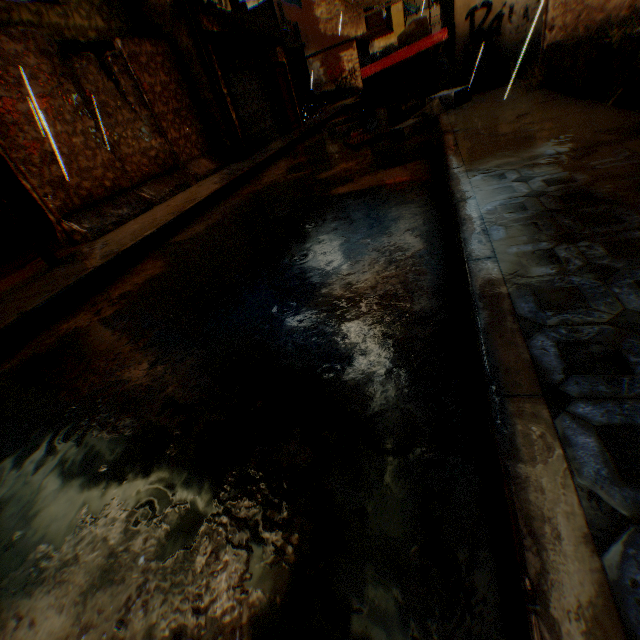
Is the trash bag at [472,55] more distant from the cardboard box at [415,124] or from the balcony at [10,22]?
the balcony at [10,22]

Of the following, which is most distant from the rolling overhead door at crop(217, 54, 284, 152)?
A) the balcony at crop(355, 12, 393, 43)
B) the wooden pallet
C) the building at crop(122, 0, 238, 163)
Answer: the wooden pallet

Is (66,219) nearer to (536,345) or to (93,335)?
(93,335)

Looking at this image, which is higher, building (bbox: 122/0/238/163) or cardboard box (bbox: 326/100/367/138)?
building (bbox: 122/0/238/163)

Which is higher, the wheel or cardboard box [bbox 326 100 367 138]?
the wheel

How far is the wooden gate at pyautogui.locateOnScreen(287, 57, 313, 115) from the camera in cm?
1857

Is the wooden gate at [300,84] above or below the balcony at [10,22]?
below

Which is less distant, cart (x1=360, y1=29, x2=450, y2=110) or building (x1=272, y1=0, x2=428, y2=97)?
cart (x1=360, y1=29, x2=450, y2=110)
